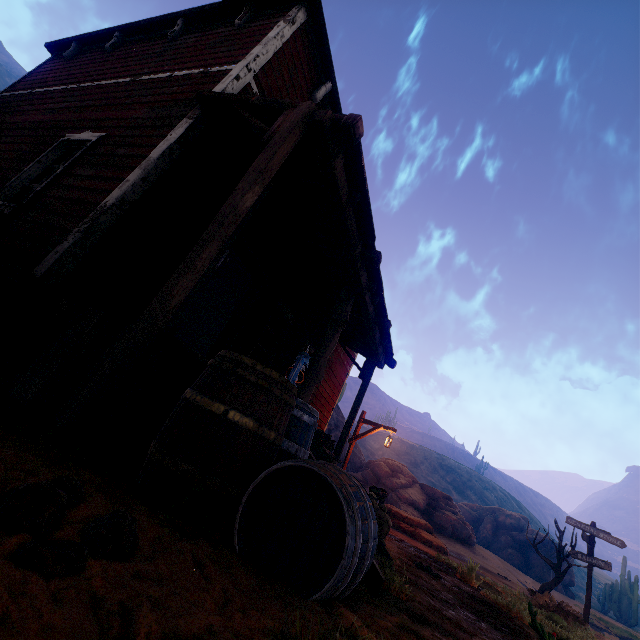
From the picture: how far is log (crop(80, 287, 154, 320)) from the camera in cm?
331

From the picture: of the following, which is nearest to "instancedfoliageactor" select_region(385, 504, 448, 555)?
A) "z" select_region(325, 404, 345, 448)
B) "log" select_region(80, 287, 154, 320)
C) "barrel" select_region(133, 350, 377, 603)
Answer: "barrel" select_region(133, 350, 377, 603)

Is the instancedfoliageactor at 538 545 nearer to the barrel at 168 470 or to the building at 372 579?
the building at 372 579

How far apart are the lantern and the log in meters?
1.8

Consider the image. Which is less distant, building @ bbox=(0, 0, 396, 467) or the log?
building @ bbox=(0, 0, 396, 467)

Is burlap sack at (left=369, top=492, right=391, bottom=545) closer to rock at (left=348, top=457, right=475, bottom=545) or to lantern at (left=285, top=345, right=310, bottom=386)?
lantern at (left=285, top=345, right=310, bottom=386)

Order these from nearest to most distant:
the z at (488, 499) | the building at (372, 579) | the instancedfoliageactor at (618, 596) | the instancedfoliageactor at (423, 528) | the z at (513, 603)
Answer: the z at (513, 603) → the building at (372, 579) → the instancedfoliageactor at (423, 528) → the instancedfoliageactor at (618, 596) → the z at (488, 499)

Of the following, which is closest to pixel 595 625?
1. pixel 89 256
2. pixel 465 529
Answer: pixel 465 529
